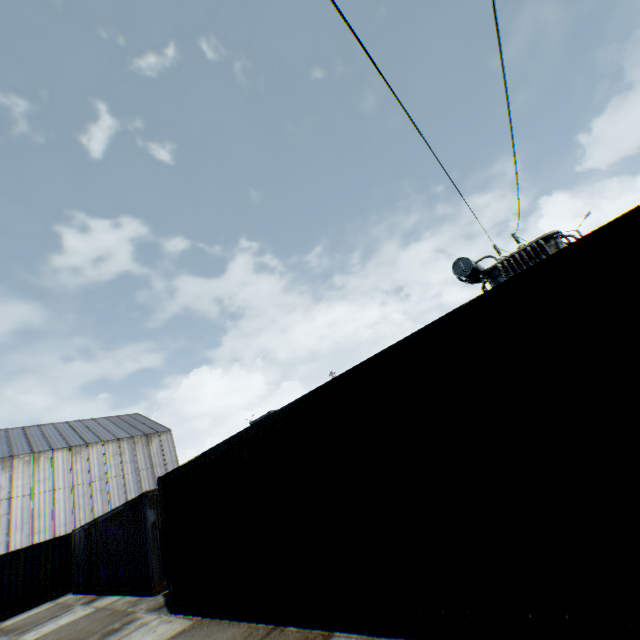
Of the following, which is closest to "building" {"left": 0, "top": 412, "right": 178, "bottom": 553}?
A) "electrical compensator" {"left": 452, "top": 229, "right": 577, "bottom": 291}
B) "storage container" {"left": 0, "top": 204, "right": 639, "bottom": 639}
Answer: "storage container" {"left": 0, "top": 204, "right": 639, "bottom": 639}

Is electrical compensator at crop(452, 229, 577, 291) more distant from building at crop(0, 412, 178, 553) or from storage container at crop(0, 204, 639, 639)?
building at crop(0, 412, 178, 553)

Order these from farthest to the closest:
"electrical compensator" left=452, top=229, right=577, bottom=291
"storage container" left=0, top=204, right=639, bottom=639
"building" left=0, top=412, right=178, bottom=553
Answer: "building" left=0, top=412, right=178, bottom=553
"electrical compensator" left=452, top=229, right=577, bottom=291
"storage container" left=0, top=204, right=639, bottom=639

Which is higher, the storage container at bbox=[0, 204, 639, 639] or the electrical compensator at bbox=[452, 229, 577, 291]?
the electrical compensator at bbox=[452, 229, 577, 291]

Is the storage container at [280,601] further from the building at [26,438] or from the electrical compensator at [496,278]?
the building at [26,438]

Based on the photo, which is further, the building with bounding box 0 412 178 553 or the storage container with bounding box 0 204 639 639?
the building with bounding box 0 412 178 553

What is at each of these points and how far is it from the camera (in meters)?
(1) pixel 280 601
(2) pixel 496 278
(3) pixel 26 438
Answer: (1) storage container, 5.11
(2) electrical compensator, 12.06
(3) building, 35.34

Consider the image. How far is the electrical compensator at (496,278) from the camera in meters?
10.9 m
